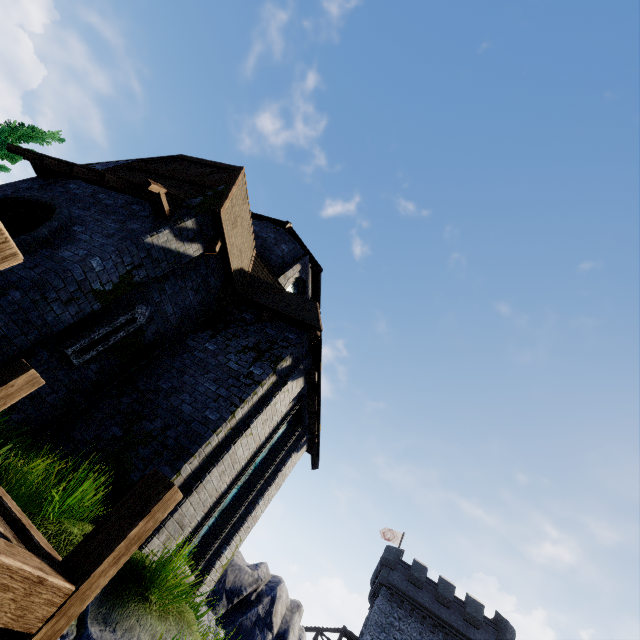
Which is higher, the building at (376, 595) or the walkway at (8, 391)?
the building at (376, 595)

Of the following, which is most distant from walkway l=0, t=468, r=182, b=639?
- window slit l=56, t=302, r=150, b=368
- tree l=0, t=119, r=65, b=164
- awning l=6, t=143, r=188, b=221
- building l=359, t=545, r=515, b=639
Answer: building l=359, t=545, r=515, b=639

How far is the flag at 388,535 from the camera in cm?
3759

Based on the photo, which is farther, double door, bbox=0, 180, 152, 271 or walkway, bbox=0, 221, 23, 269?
double door, bbox=0, 180, 152, 271

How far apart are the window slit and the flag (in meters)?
40.98

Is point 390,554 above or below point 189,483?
above

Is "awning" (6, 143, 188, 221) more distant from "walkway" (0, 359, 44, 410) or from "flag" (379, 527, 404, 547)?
"flag" (379, 527, 404, 547)

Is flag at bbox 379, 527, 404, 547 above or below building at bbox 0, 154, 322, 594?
above
